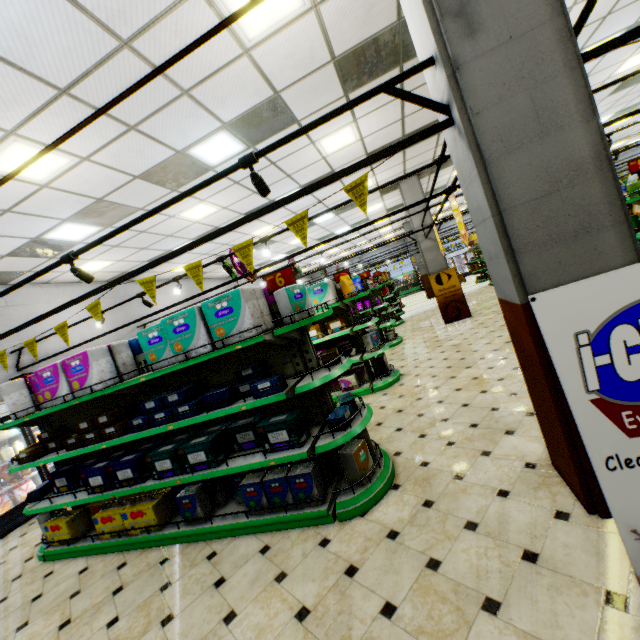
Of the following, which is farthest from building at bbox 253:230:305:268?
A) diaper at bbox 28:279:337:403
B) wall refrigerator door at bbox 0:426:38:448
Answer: diaper at bbox 28:279:337:403

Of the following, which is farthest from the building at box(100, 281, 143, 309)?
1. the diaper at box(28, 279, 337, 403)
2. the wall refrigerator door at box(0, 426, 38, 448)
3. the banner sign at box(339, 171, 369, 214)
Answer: the diaper at box(28, 279, 337, 403)

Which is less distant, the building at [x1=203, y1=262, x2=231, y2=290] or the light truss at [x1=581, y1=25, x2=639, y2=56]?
the light truss at [x1=581, y1=25, x2=639, y2=56]

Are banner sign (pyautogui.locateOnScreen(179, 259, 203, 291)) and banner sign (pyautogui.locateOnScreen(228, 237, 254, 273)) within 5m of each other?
yes

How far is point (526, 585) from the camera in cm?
193

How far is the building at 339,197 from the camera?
9.93m

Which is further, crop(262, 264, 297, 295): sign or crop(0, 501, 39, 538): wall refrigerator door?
crop(0, 501, 39, 538): wall refrigerator door

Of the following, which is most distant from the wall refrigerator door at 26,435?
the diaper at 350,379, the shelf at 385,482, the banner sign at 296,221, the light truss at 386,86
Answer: the banner sign at 296,221
